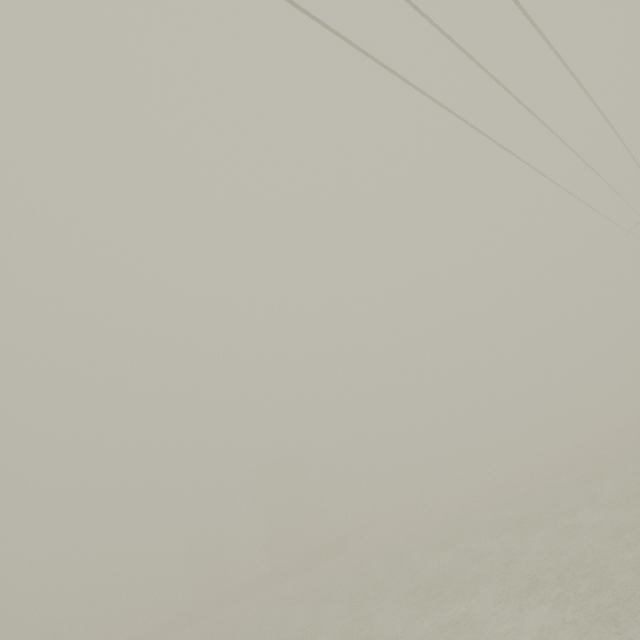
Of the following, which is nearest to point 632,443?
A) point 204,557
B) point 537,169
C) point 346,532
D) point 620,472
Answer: point 620,472
